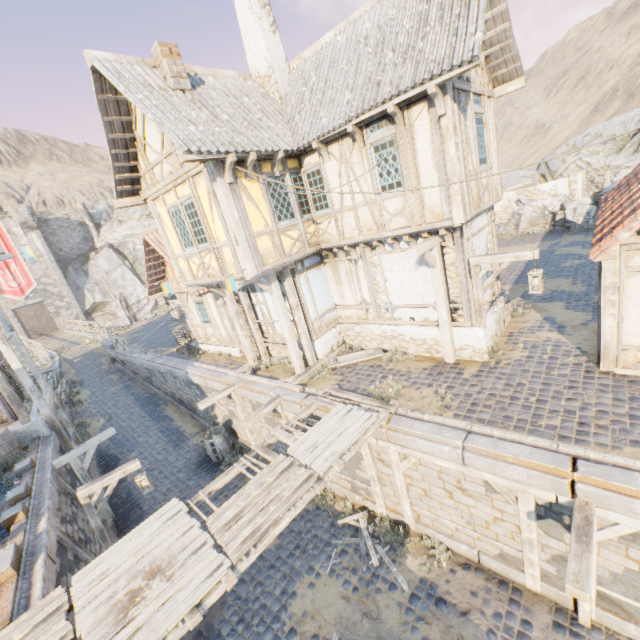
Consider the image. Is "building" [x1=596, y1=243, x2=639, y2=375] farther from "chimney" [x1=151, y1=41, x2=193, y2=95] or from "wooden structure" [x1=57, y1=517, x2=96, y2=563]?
"chimney" [x1=151, y1=41, x2=193, y2=95]

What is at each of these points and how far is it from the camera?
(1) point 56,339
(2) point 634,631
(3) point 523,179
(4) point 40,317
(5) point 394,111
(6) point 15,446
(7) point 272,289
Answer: (1) bridge support, 33.4m
(2) stone blocks, 5.6m
(3) rock, 25.3m
(4) castle gate, 38.6m
(5) wooden structure, 7.3m
(6) barrel, 11.0m
(7) wooden structure, 10.0m

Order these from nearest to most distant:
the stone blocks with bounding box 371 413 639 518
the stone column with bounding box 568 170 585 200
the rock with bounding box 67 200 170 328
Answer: the stone blocks with bounding box 371 413 639 518, the stone column with bounding box 568 170 585 200, the rock with bounding box 67 200 170 328

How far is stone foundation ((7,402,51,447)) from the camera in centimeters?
1171cm

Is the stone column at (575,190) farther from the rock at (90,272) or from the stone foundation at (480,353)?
the stone foundation at (480,353)

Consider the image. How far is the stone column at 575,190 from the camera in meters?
20.2

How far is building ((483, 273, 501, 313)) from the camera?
9.80m

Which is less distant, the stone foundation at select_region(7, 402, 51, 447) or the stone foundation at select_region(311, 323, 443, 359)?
the stone foundation at select_region(311, 323, 443, 359)
